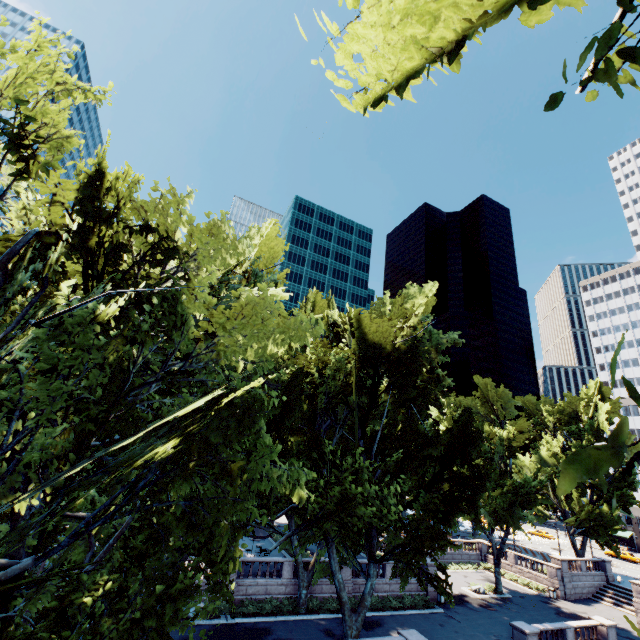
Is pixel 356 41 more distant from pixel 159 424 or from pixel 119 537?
pixel 119 537

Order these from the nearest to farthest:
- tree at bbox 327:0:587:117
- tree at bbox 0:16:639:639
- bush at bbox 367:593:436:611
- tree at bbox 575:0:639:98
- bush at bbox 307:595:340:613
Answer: tree at bbox 575:0:639:98
tree at bbox 327:0:587:117
tree at bbox 0:16:639:639
bush at bbox 307:595:340:613
bush at bbox 367:593:436:611

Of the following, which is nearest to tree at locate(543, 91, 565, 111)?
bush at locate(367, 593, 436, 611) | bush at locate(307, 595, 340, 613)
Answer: bush at locate(307, 595, 340, 613)

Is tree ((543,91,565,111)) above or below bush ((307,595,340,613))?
above

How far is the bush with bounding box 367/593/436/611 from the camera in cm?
2788

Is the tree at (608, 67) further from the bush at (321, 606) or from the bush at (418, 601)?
the bush at (418, 601)

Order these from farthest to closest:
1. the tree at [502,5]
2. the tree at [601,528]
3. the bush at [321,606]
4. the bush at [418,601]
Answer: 1. the bush at [418,601]
2. the bush at [321,606]
3. the tree at [601,528]
4. the tree at [502,5]
